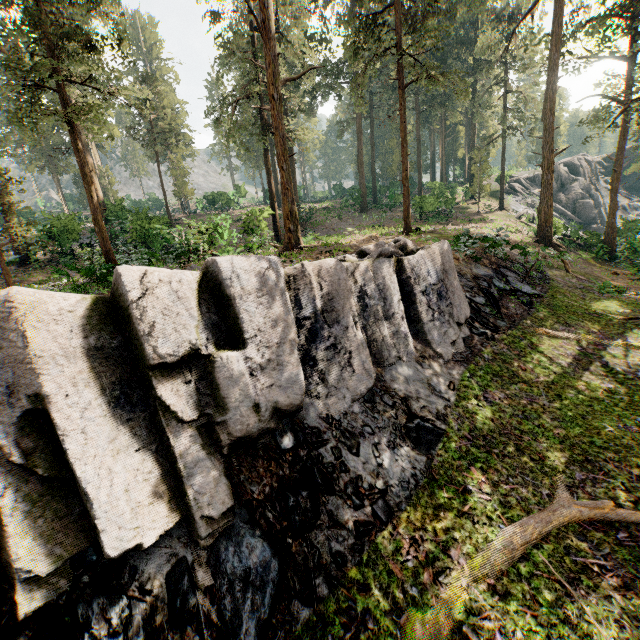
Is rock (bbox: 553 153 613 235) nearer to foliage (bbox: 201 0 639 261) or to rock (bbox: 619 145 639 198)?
foliage (bbox: 201 0 639 261)

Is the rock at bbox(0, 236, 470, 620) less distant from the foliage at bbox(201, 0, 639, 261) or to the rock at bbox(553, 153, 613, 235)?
the foliage at bbox(201, 0, 639, 261)

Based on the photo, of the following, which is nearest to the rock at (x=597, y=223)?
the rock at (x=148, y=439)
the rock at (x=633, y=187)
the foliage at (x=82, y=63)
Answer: the foliage at (x=82, y=63)

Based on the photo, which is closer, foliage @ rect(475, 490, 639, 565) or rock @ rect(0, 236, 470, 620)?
rock @ rect(0, 236, 470, 620)

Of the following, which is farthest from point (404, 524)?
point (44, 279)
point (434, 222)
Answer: point (434, 222)

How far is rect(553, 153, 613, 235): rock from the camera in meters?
41.3 m

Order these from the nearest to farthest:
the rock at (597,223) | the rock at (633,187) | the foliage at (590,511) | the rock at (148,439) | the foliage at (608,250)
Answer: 1. the rock at (148,439)
2. the foliage at (590,511)
3. the foliage at (608,250)
4. the rock at (597,223)
5. the rock at (633,187)
